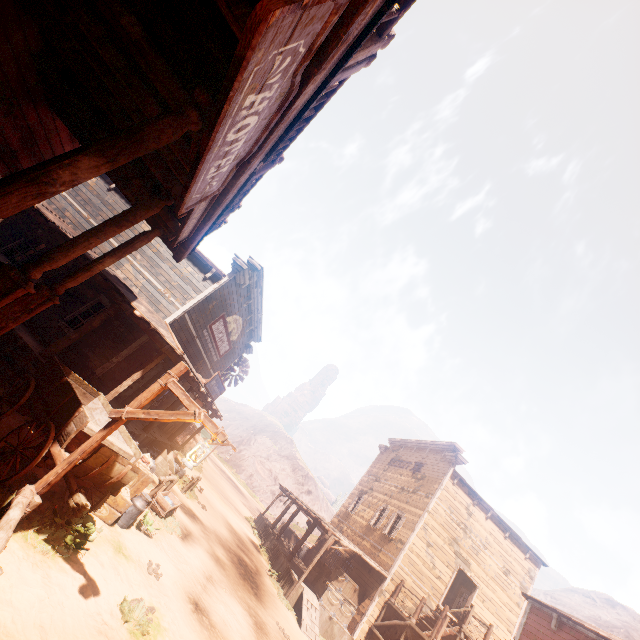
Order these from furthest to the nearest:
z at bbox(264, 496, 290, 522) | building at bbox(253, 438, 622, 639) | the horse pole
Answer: z at bbox(264, 496, 290, 522)
building at bbox(253, 438, 622, 639)
the horse pole

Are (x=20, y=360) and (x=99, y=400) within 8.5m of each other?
yes

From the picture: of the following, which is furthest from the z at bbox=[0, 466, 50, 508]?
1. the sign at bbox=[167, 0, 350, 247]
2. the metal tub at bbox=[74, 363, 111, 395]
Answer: the sign at bbox=[167, 0, 350, 247]

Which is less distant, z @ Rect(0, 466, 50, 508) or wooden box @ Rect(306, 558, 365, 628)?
z @ Rect(0, 466, 50, 508)

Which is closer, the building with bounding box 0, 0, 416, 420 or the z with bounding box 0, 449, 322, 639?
the building with bounding box 0, 0, 416, 420

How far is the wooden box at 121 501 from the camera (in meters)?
7.30

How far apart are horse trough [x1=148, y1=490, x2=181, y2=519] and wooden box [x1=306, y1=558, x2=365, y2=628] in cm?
974

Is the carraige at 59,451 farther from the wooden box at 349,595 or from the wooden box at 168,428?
the wooden box at 349,595
